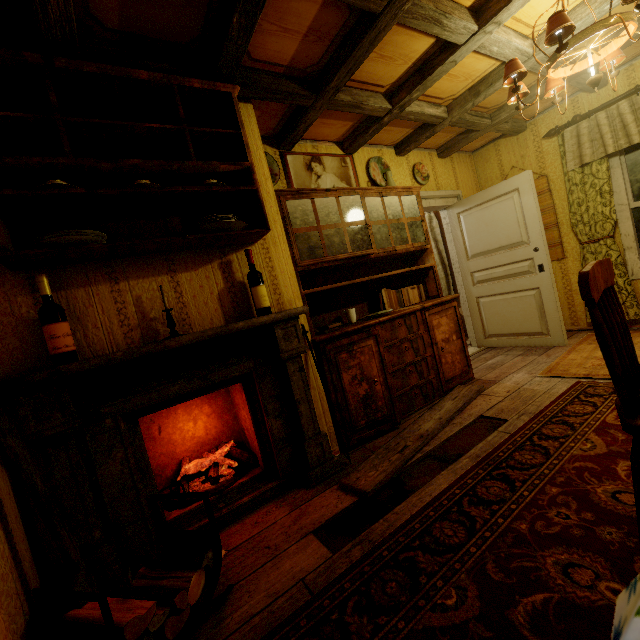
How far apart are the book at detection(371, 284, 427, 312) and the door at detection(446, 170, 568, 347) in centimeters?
123cm

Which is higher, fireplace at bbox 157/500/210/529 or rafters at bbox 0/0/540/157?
rafters at bbox 0/0/540/157

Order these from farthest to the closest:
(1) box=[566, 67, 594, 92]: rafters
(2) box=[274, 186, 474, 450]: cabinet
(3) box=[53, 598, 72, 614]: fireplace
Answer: (1) box=[566, 67, 594, 92]: rafters < (2) box=[274, 186, 474, 450]: cabinet < (3) box=[53, 598, 72, 614]: fireplace

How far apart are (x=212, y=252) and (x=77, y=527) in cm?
168

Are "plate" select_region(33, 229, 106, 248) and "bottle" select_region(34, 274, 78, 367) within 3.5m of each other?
yes

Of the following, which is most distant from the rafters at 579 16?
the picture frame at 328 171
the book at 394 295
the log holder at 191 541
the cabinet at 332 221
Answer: the log holder at 191 541

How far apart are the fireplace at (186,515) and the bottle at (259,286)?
0.1m

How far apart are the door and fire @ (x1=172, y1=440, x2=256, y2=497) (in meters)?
3.62
